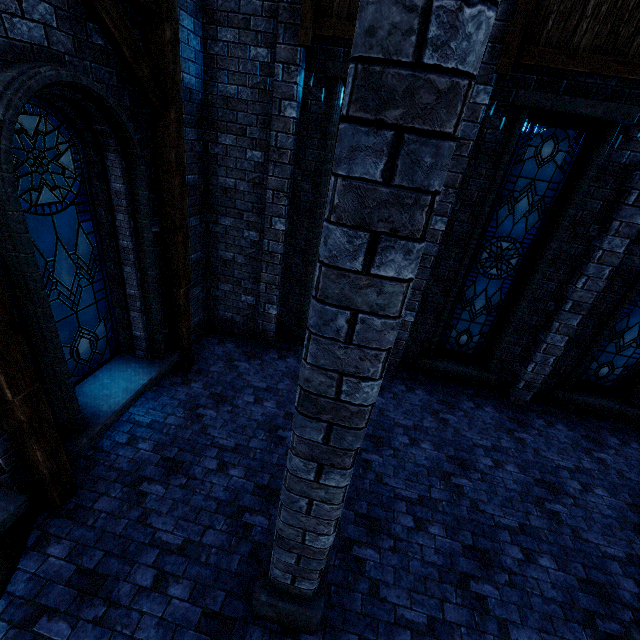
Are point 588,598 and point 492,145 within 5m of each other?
no

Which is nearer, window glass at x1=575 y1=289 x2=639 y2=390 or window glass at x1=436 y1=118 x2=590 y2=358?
window glass at x1=436 y1=118 x2=590 y2=358

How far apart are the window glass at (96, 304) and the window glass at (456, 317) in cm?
645

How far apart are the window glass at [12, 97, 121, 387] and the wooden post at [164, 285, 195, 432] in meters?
0.8

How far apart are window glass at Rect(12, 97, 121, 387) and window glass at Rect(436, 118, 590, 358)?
6.5m

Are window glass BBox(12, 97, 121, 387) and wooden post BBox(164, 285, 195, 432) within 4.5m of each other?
yes

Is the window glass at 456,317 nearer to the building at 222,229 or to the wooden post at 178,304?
the building at 222,229

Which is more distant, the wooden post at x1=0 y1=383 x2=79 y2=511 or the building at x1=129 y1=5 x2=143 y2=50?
the building at x1=129 y1=5 x2=143 y2=50
